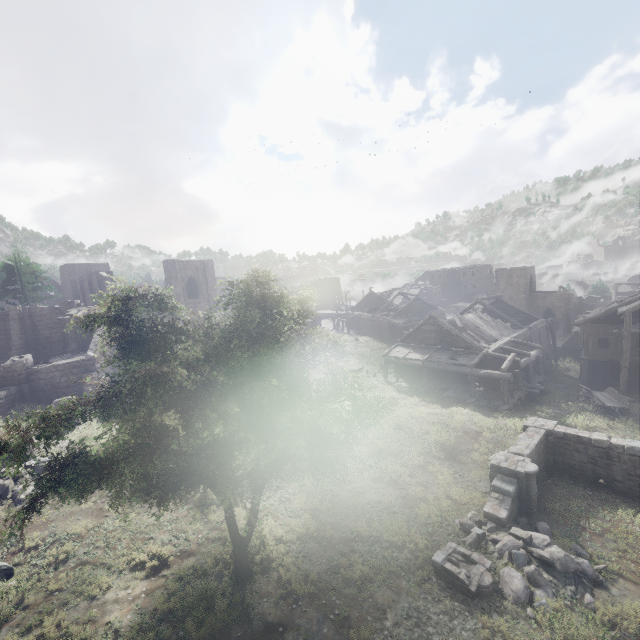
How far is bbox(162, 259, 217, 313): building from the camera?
38.16m

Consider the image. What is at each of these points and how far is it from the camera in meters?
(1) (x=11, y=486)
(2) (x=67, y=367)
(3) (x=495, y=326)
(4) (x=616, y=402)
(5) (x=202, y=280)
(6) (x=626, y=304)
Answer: (1) rubble, 14.1 m
(2) building, 25.3 m
(3) wooden plank rubble, 31.3 m
(4) cart, 23.5 m
(5) building, 41.2 m
(6) building, 26.7 m

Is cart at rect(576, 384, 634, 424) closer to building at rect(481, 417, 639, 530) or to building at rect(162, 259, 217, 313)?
building at rect(162, 259, 217, 313)

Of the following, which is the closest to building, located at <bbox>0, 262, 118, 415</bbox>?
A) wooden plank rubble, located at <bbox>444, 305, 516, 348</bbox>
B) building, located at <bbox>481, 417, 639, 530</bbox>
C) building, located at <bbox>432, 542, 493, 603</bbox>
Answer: wooden plank rubble, located at <bbox>444, 305, 516, 348</bbox>

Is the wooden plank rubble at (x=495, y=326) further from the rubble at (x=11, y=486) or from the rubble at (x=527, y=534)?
the rubble at (x=11, y=486)

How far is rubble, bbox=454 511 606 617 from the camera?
9.7 meters

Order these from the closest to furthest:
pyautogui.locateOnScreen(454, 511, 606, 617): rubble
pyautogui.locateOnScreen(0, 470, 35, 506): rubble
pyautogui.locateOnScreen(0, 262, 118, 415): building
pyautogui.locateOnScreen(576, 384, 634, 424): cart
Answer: pyautogui.locateOnScreen(454, 511, 606, 617): rubble, pyautogui.locateOnScreen(0, 470, 35, 506): rubble, pyautogui.locateOnScreen(576, 384, 634, 424): cart, pyautogui.locateOnScreen(0, 262, 118, 415): building

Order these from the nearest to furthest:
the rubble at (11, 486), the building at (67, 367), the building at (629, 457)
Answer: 1. the building at (629, 457)
2. the rubble at (11, 486)
3. the building at (67, 367)
